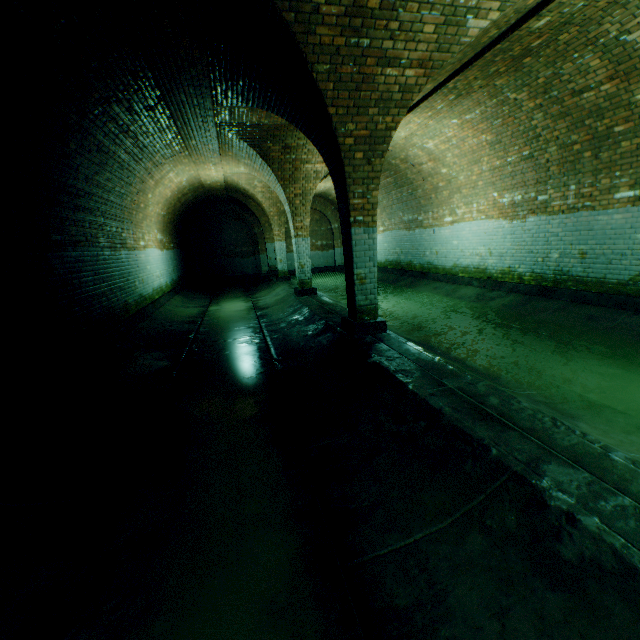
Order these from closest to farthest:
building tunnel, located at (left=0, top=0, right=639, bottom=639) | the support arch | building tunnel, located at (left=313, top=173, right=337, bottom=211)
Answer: building tunnel, located at (left=0, top=0, right=639, bottom=639) → the support arch → building tunnel, located at (left=313, top=173, right=337, bottom=211)

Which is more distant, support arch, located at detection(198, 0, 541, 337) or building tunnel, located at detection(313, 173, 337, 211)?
building tunnel, located at detection(313, 173, 337, 211)

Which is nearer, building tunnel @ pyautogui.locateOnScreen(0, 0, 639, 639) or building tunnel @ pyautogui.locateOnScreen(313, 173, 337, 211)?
building tunnel @ pyautogui.locateOnScreen(0, 0, 639, 639)

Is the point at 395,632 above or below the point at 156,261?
below

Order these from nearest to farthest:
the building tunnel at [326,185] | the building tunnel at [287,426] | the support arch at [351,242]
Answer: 1. the building tunnel at [287,426]
2. the support arch at [351,242]
3. the building tunnel at [326,185]

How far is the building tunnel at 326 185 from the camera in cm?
1414

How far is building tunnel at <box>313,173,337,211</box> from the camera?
14.1 meters
